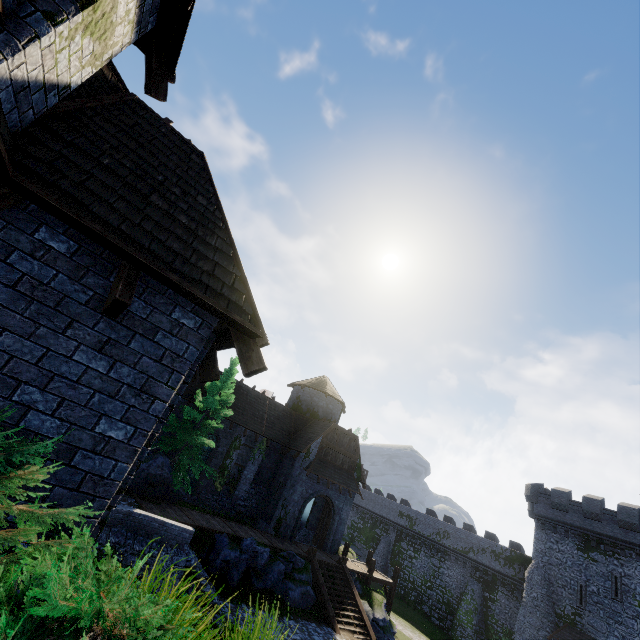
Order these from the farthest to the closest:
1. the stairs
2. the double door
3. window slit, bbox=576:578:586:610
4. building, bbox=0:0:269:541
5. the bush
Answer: window slit, bbox=576:578:586:610 → the double door → the stairs → building, bbox=0:0:269:541 → the bush

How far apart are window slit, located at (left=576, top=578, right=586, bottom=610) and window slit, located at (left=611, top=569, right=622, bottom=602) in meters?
1.6 m

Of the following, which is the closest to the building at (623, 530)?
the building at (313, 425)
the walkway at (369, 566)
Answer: the walkway at (369, 566)

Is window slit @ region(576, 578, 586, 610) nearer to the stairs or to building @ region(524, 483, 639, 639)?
building @ region(524, 483, 639, 639)

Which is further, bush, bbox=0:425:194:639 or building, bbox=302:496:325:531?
building, bbox=302:496:325:531

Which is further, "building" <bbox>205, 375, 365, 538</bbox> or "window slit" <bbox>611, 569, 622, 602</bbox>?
"window slit" <bbox>611, 569, 622, 602</bbox>

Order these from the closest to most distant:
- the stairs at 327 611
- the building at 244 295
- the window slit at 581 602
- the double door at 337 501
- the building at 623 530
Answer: the building at 244 295
the stairs at 327 611
the double door at 337 501
the building at 623 530
the window slit at 581 602

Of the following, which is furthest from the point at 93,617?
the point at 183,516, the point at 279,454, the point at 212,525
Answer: the point at 279,454
